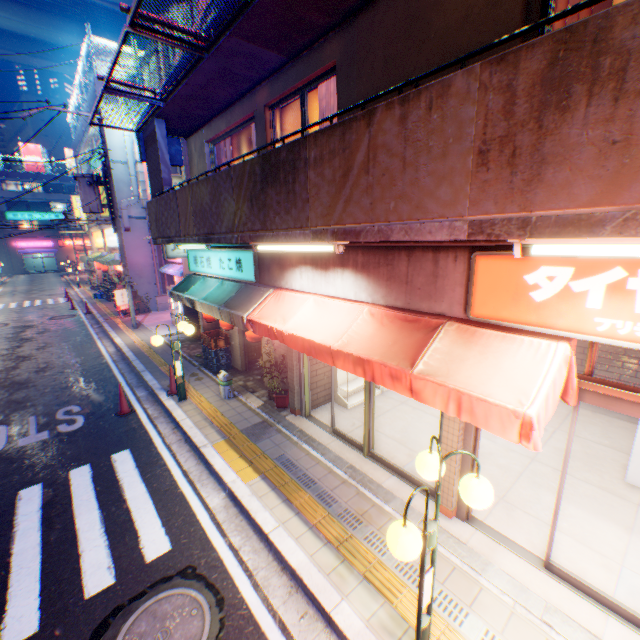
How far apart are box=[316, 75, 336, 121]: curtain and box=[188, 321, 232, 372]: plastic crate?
6.30m

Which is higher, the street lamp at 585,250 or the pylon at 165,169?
the pylon at 165,169

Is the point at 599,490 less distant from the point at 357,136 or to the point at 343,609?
the point at 343,609

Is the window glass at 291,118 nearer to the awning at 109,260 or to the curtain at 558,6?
the curtain at 558,6

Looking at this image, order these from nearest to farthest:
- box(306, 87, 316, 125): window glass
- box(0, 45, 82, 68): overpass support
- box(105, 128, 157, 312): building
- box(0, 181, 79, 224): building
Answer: box(306, 87, 316, 125): window glass → box(105, 128, 157, 312): building → box(0, 45, 82, 68): overpass support → box(0, 181, 79, 224): building

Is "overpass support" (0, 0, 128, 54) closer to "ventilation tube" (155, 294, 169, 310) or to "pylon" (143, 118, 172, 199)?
"pylon" (143, 118, 172, 199)

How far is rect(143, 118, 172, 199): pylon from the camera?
8.2 meters

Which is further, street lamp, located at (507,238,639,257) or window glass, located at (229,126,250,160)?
window glass, located at (229,126,250,160)
